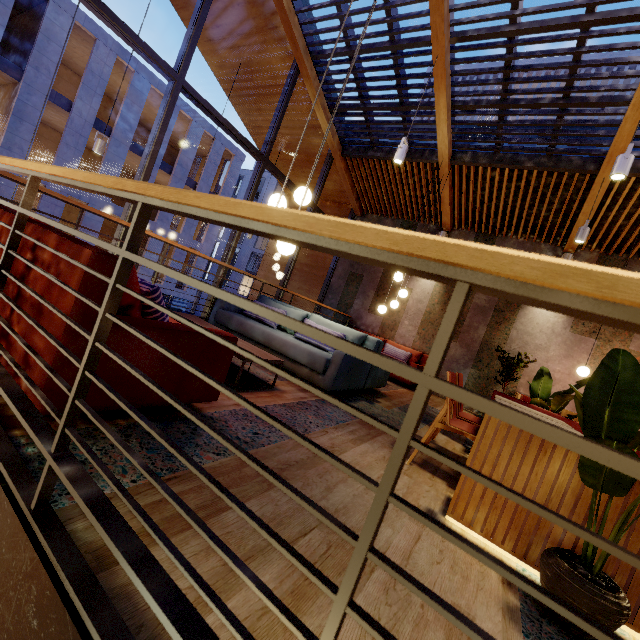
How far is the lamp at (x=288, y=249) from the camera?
3.1m

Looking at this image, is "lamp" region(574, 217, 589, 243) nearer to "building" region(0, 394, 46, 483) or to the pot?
"building" region(0, 394, 46, 483)

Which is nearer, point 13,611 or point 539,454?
point 13,611

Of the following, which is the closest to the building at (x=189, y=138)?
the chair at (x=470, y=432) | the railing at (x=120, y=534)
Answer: the railing at (x=120, y=534)

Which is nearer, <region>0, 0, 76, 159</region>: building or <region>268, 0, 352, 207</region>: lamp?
<region>268, 0, 352, 207</region>: lamp

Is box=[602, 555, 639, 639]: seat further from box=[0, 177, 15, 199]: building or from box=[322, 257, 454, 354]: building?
box=[0, 177, 15, 199]: building

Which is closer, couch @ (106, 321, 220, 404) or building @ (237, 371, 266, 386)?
couch @ (106, 321, 220, 404)

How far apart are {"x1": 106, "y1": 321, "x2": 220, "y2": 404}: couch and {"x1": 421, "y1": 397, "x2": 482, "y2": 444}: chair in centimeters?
167cm
